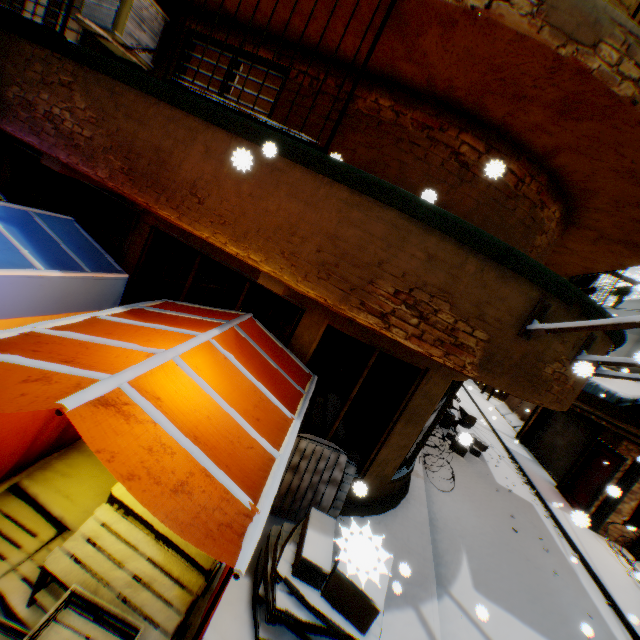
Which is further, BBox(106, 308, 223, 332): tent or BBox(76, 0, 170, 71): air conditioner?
BBox(76, 0, 170, 71): air conditioner

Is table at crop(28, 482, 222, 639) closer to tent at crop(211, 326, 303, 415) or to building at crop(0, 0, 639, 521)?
tent at crop(211, 326, 303, 415)

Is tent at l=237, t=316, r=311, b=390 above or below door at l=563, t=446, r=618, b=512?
above

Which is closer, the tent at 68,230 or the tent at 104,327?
the tent at 104,327

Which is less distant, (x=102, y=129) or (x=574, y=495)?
(x=102, y=129)

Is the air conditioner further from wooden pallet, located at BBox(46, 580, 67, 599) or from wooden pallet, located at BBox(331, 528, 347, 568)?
wooden pallet, located at BBox(331, 528, 347, 568)

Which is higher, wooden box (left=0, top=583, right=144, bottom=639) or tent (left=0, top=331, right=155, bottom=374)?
tent (left=0, top=331, right=155, bottom=374)

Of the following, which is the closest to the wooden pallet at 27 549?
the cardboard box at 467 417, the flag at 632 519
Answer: the flag at 632 519
